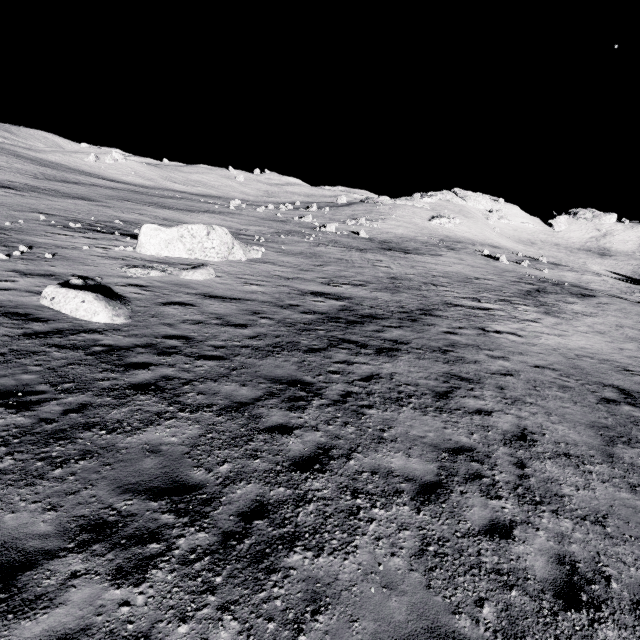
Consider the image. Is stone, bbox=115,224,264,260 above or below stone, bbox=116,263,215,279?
above

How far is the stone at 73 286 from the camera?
10.0m

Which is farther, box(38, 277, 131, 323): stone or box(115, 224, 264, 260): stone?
box(115, 224, 264, 260): stone

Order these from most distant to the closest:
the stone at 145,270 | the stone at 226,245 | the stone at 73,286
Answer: the stone at 226,245
the stone at 145,270
the stone at 73,286

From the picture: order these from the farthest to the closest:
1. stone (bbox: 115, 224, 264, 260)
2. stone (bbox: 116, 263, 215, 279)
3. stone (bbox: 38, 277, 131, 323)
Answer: stone (bbox: 115, 224, 264, 260)
stone (bbox: 116, 263, 215, 279)
stone (bbox: 38, 277, 131, 323)

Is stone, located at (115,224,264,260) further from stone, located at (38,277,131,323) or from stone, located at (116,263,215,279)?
stone, located at (38,277,131,323)

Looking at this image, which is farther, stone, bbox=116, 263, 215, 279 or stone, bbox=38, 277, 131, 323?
stone, bbox=116, 263, 215, 279

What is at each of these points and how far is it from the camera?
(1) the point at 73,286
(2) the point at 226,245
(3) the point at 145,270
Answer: (1) stone, 11.58m
(2) stone, 21.30m
(3) stone, 15.38m
